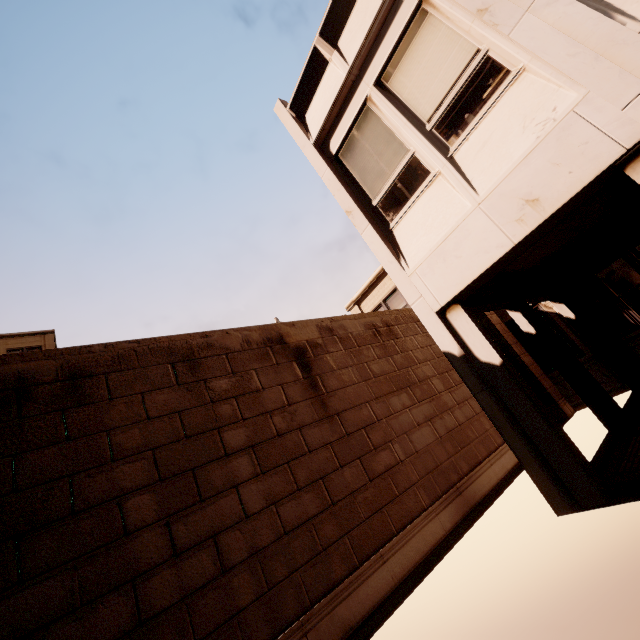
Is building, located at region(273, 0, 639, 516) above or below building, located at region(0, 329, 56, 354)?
below

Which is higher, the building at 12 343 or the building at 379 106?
the building at 12 343

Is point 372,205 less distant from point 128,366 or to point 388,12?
point 388,12

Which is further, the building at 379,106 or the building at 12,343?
the building at 12,343

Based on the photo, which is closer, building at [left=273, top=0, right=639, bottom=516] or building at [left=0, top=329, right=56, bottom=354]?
building at [left=273, top=0, right=639, bottom=516]
